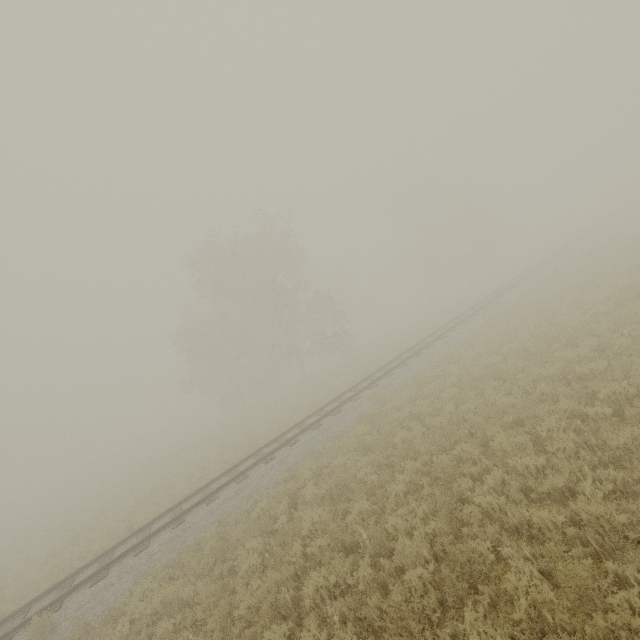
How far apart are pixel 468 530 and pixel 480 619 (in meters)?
2.27

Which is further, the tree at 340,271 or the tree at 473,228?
the tree at 473,228

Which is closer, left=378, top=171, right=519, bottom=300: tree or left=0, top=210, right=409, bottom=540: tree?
left=0, top=210, right=409, bottom=540: tree

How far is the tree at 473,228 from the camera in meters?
43.5

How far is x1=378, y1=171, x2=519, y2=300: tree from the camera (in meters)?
43.45
